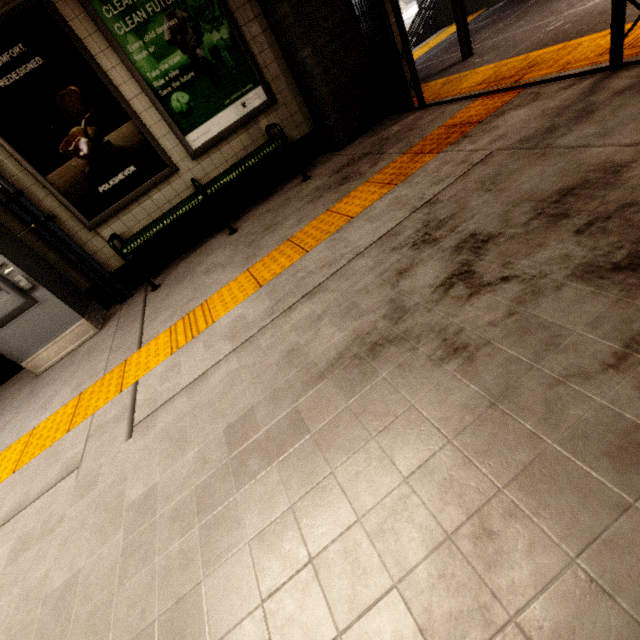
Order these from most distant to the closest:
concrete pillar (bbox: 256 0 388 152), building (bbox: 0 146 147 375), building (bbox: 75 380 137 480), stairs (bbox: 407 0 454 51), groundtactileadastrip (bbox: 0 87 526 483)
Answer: stairs (bbox: 407 0 454 51), concrete pillar (bbox: 256 0 388 152), building (bbox: 0 146 147 375), groundtactileadastrip (bbox: 0 87 526 483), building (bbox: 75 380 137 480)

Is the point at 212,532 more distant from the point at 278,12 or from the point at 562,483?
the point at 278,12

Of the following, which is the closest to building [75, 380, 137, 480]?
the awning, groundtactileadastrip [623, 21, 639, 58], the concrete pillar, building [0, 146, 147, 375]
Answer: groundtactileadastrip [623, 21, 639, 58]

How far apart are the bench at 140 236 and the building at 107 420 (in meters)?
1.81

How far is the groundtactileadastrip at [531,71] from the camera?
2.6 meters

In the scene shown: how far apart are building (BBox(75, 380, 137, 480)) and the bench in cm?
181

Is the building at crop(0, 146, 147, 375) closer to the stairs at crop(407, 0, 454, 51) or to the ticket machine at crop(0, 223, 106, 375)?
the ticket machine at crop(0, 223, 106, 375)

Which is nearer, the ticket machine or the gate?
the gate
